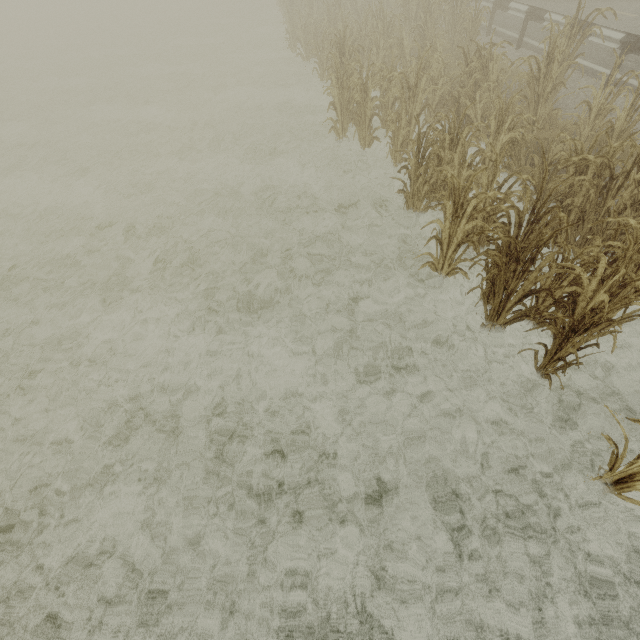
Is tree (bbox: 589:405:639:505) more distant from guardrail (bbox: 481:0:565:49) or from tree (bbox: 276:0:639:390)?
guardrail (bbox: 481:0:565:49)

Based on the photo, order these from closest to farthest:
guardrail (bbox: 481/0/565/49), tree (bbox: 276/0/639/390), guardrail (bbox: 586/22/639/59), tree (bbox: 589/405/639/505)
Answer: tree (bbox: 589/405/639/505)
tree (bbox: 276/0/639/390)
guardrail (bbox: 586/22/639/59)
guardrail (bbox: 481/0/565/49)

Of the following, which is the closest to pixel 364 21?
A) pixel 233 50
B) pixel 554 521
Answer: pixel 233 50

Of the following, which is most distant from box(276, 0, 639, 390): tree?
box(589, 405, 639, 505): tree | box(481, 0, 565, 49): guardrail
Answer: box(481, 0, 565, 49): guardrail

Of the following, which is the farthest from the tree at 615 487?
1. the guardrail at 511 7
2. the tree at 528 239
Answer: the guardrail at 511 7

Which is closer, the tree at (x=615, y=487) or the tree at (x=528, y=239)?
the tree at (x=615, y=487)

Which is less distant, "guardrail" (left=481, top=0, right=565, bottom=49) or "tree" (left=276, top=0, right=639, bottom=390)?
"tree" (left=276, top=0, right=639, bottom=390)
